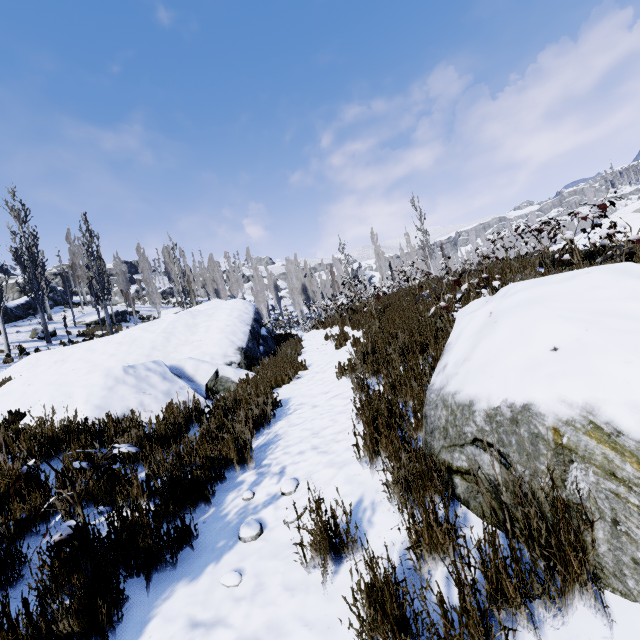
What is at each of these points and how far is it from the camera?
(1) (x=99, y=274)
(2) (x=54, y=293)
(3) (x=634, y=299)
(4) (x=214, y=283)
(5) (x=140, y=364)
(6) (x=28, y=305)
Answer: (1) instancedfoliageactor, 22.66m
(2) rock, 33.25m
(3) rock, 1.74m
(4) instancedfoliageactor, 46.09m
(5) rock, 6.50m
(6) rock, 27.53m

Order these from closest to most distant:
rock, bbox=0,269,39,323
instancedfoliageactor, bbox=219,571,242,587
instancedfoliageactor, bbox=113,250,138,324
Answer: instancedfoliageactor, bbox=219,571,242,587 < rock, bbox=0,269,39,323 < instancedfoliageactor, bbox=113,250,138,324

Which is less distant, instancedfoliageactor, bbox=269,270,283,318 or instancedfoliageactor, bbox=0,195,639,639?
instancedfoliageactor, bbox=0,195,639,639

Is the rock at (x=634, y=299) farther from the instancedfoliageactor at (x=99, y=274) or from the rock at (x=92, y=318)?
the rock at (x=92, y=318)

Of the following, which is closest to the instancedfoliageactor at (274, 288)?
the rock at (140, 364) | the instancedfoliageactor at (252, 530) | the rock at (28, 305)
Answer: the rock at (140, 364)

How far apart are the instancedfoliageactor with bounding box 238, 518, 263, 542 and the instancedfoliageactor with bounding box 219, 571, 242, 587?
0.3 meters

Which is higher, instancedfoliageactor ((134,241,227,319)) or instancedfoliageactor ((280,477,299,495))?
instancedfoliageactor ((134,241,227,319))

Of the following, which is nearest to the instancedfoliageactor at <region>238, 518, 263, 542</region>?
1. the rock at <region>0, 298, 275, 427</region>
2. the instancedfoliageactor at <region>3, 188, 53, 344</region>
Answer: the rock at <region>0, 298, 275, 427</region>
